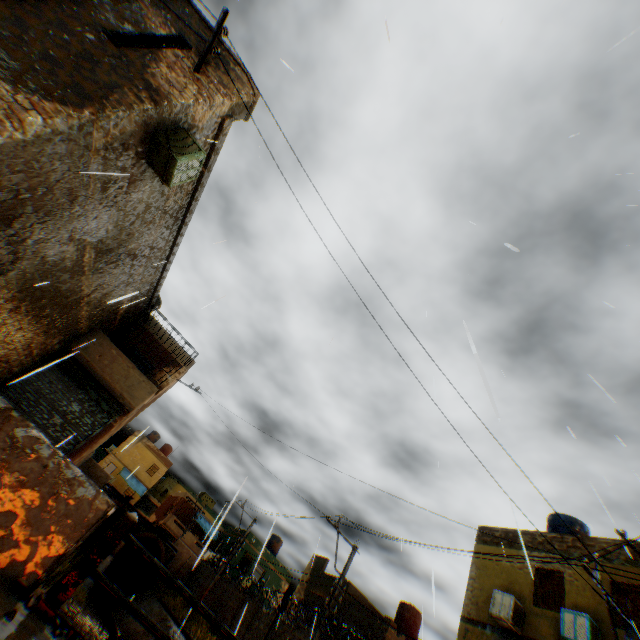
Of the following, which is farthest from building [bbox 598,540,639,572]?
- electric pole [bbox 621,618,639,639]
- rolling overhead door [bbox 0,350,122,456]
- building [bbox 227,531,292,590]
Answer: electric pole [bbox 621,618,639,639]

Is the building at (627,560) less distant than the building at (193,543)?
Yes

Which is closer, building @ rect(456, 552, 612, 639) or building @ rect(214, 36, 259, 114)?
building @ rect(214, 36, 259, 114)

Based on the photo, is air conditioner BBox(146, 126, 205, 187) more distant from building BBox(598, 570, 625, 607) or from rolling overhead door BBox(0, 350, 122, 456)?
rolling overhead door BBox(0, 350, 122, 456)

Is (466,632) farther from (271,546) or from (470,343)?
(271,546)

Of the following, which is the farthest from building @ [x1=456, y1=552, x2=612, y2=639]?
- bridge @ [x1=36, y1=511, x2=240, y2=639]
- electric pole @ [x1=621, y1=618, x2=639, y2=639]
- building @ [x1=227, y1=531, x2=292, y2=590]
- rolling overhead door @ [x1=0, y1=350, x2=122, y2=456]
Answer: electric pole @ [x1=621, y1=618, x2=639, y2=639]

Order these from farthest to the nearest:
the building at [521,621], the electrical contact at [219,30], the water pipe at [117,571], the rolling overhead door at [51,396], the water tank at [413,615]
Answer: the water pipe at [117,571]
the water tank at [413,615]
the rolling overhead door at [51,396]
the building at [521,621]
the electrical contact at [219,30]
